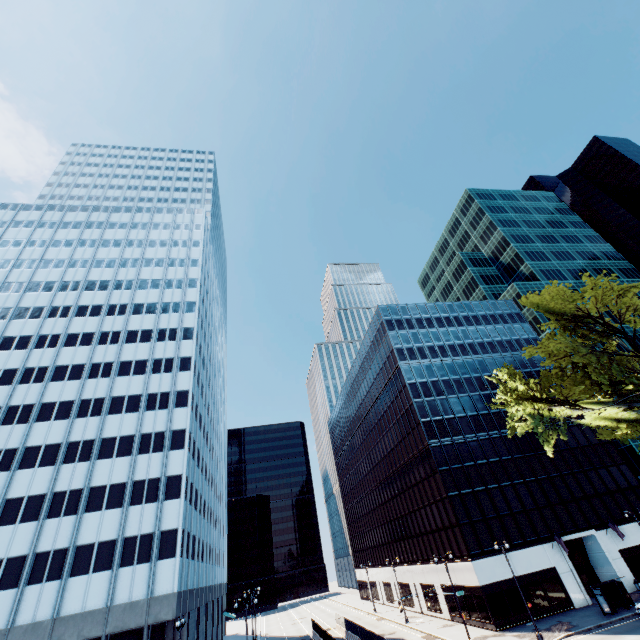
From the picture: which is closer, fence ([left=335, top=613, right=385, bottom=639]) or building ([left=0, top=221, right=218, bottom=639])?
building ([left=0, top=221, right=218, bottom=639])

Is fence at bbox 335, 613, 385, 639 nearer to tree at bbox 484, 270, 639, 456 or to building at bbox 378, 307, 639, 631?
building at bbox 378, 307, 639, 631

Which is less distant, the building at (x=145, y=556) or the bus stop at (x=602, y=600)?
the building at (x=145, y=556)

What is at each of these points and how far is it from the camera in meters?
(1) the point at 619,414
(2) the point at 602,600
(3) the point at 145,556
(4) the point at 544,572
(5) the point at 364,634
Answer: (1) tree, 18.7
(2) bus stop, 31.7
(3) building, 33.1
(4) building, 37.4
(5) fence, 37.6

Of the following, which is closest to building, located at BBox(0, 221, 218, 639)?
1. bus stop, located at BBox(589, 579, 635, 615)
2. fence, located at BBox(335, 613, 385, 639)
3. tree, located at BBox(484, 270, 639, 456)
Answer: fence, located at BBox(335, 613, 385, 639)

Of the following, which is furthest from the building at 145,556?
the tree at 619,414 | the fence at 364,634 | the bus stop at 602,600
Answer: the bus stop at 602,600

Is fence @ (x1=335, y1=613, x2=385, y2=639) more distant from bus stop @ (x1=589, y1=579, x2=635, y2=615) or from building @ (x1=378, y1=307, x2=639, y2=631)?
bus stop @ (x1=589, y1=579, x2=635, y2=615)

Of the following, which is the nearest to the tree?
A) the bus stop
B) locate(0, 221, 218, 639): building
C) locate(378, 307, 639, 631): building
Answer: the bus stop
